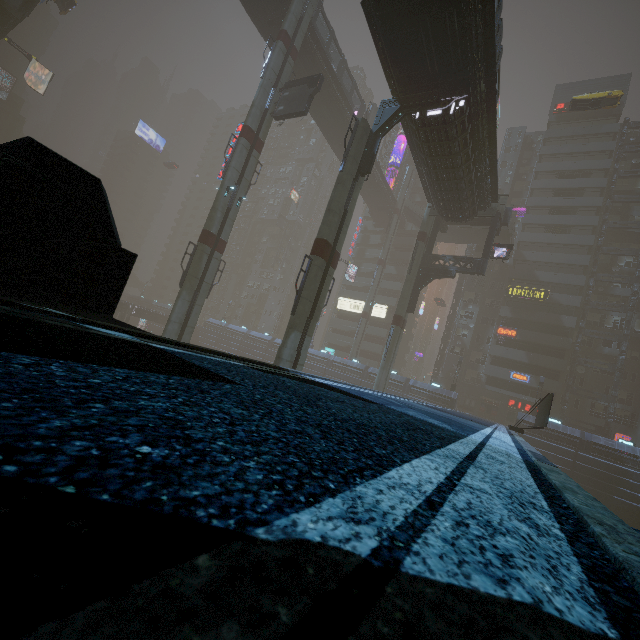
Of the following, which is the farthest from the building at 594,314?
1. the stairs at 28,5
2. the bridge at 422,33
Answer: the stairs at 28,5

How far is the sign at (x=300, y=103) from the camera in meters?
24.5 m

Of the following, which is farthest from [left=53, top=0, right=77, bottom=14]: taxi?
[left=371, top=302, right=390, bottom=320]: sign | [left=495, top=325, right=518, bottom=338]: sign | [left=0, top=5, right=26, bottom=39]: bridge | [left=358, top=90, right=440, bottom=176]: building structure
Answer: [left=495, top=325, right=518, bottom=338]: sign

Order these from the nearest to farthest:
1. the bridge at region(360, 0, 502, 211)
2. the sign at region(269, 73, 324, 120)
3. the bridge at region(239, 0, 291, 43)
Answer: the bridge at region(360, 0, 502, 211), the sign at region(269, 73, 324, 120), the bridge at region(239, 0, 291, 43)

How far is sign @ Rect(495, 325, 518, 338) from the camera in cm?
4566

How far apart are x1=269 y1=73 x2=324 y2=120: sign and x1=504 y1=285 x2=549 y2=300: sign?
38.0 meters

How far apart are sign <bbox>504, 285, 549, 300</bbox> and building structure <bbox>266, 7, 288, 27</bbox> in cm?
4071

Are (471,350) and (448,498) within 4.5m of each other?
no
